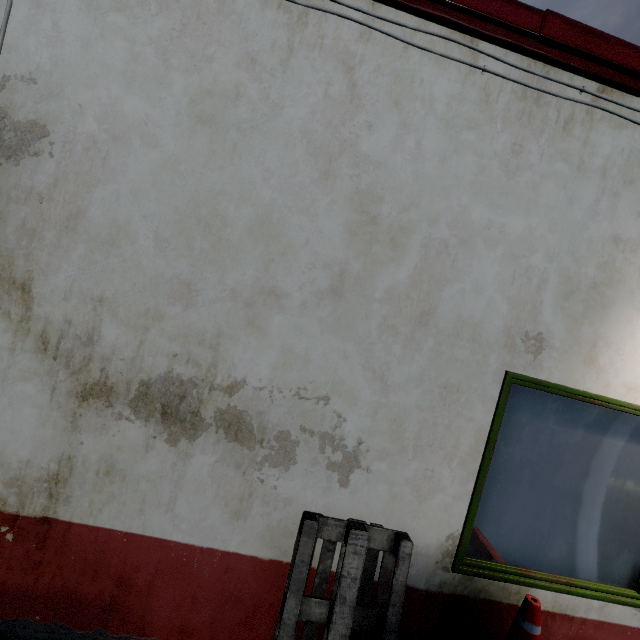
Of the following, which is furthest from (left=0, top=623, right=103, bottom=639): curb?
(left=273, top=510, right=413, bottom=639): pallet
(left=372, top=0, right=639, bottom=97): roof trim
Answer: (left=372, top=0, right=639, bottom=97): roof trim

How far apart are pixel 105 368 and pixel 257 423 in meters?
1.1 m

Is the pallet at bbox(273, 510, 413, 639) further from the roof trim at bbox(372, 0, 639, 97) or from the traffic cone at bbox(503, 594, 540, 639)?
the roof trim at bbox(372, 0, 639, 97)

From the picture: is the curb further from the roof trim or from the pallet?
the roof trim

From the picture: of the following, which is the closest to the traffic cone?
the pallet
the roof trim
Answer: the pallet

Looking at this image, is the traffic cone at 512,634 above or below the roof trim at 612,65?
below

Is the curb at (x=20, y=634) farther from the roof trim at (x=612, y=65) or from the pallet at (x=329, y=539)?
the roof trim at (x=612, y=65)
